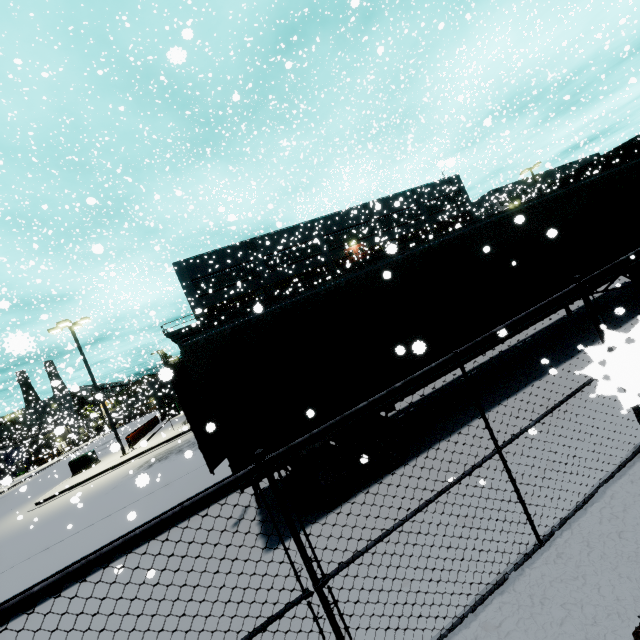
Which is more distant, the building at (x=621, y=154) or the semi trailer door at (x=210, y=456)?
the building at (x=621, y=154)

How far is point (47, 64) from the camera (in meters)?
14.33

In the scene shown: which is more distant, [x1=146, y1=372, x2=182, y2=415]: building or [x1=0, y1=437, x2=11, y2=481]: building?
[x1=0, y1=437, x2=11, y2=481]: building

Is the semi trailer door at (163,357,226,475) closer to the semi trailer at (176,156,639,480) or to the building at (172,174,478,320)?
the semi trailer at (176,156,639,480)

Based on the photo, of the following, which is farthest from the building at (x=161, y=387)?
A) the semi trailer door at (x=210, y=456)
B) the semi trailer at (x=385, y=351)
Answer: the semi trailer door at (x=210, y=456)

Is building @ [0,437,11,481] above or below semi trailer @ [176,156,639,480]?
above

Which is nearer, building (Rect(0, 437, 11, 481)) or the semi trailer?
the semi trailer
